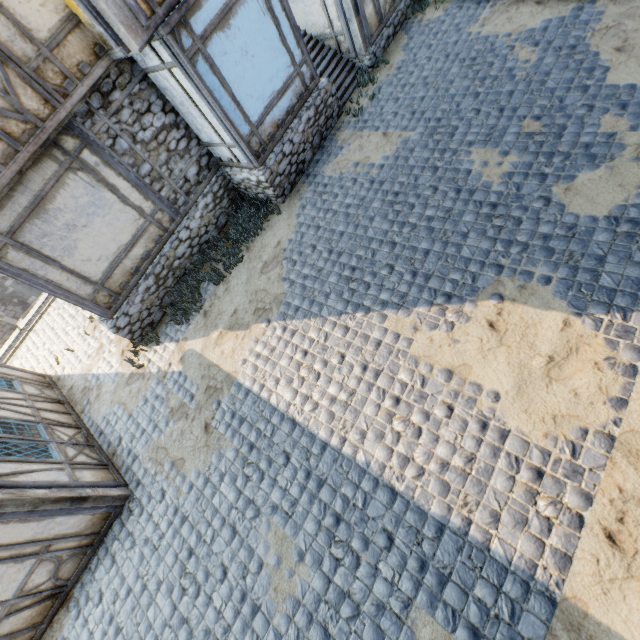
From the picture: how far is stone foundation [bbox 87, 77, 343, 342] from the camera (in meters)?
7.97

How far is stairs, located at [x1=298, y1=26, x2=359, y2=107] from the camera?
9.26m

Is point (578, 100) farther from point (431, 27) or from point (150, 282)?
point (150, 282)

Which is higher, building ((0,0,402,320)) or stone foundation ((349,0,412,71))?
building ((0,0,402,320))

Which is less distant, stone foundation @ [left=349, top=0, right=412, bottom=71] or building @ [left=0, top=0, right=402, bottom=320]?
building @ [left=0, top=0, right=402, bottom=320]

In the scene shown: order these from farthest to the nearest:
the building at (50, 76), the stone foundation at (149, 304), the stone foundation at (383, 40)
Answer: the stone foundation at (383, 40)
the stone foundation at (149, 304)
the building at (50, 76)

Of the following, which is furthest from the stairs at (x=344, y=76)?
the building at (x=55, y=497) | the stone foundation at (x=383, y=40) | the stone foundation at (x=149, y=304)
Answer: the building at (x=55, y=497)

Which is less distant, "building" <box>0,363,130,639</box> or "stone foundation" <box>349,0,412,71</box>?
"building" <box>0,363,130,639</box>
